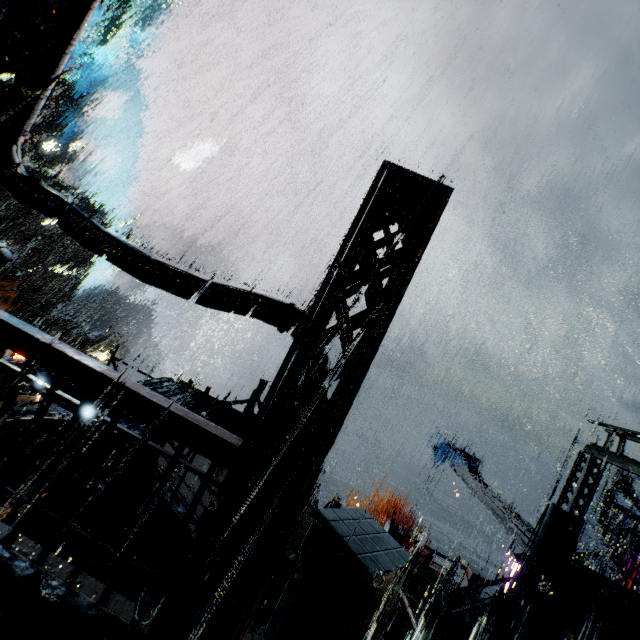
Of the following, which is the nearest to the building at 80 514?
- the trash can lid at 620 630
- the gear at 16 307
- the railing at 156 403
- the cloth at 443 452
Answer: the railing at 156 403

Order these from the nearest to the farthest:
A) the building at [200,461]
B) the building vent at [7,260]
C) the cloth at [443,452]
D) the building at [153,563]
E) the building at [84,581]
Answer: the building at [84,581]
the building at [153,563]
the building at [200,461]
the building vent at [7,260]
the cloth at [443,452]

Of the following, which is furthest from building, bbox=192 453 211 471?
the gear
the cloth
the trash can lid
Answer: the cloth

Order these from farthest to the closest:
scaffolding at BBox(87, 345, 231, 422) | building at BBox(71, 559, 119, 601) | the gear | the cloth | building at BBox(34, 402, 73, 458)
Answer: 1. the gear
2. the cloth
3. building at BBox(34, 402, 73, 458)
4. scaffolding at BBox(87, 345, 231, 422)
5. building at BBox(71, 559, 119, 601)

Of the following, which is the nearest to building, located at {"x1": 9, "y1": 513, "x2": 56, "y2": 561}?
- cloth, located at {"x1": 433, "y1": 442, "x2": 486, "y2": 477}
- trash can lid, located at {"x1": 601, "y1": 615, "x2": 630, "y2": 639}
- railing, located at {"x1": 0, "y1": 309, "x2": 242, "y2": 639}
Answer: railing, located at {"x1": 0, "y1": 309, "x2": 242, "y2": 639}

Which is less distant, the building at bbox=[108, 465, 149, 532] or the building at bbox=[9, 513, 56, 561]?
the building at bbox=[9, 513, 56, 561]

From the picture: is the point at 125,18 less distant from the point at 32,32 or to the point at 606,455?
the point at 32,32

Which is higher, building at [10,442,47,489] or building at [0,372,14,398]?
building at [0,372,14,398]
